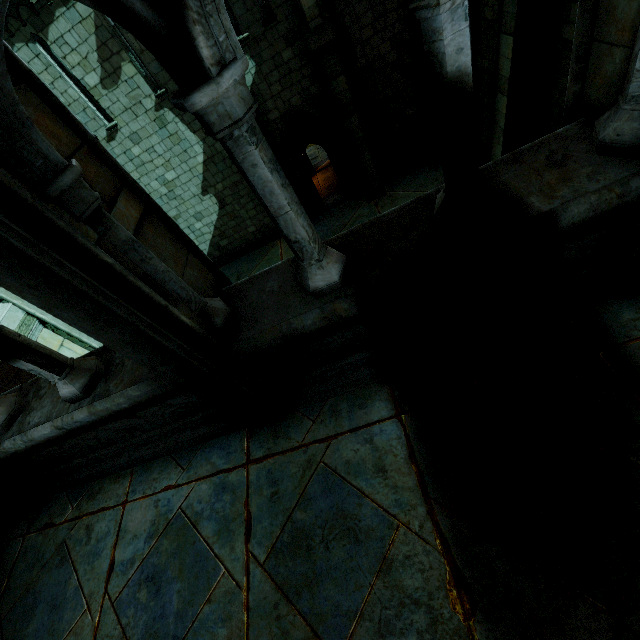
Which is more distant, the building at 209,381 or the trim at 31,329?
the trim at 31,329

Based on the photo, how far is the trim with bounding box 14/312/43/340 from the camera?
6.8 meters

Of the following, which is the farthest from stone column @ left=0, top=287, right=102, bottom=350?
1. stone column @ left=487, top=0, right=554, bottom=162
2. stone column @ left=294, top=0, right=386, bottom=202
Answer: stone column @ left=487, top=0, right=554, bottom=162

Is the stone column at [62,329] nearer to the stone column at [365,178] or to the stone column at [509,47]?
the stone column at [365,178]

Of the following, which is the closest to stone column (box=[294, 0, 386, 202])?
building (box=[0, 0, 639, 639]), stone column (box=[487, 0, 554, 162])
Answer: stone column (box=[487, 0, 554, 162])

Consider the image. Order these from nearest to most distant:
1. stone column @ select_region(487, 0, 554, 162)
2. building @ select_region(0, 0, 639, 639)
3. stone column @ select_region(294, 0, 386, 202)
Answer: building @ select_region(0, 0, 639, 639), stone column @ select_region(487, 0, 554, 162), stone column @ select_region(294, 0, 386, 202)

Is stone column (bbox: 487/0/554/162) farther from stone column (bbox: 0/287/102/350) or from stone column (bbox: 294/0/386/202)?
stone column (bbox: 0/287/102/350)

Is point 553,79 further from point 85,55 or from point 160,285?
point 85,55
